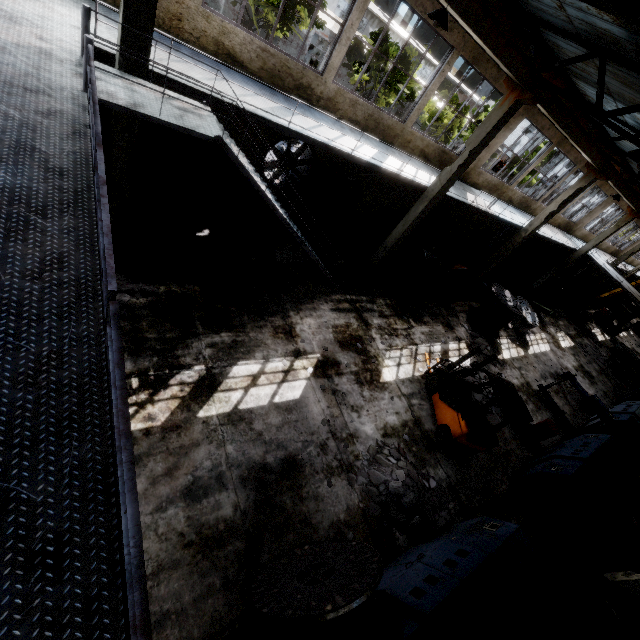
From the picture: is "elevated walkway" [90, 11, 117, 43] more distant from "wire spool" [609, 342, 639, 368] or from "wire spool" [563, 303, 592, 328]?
"wire spool" [609, 342, 639, 368]

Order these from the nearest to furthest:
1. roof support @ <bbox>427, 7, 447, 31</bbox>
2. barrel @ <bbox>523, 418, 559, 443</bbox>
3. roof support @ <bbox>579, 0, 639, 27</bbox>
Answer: roof support @ <bbox>579, 0, 639, 27</bbox> → roof support @ <bbox>427, 7, 447, 31</bbox> → barrel @ <bbox>523, 418, 559, 443</bbox>

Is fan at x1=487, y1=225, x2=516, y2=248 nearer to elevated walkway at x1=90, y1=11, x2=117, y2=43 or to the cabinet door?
the cabinet door

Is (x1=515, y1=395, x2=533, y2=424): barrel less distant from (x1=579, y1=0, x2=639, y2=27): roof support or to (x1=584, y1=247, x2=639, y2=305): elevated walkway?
(x1=584, y1=247, x2=639, y2=305): elevated walkway

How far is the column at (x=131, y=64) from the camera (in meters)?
5.71

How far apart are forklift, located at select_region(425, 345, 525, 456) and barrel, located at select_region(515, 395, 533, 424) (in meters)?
2.79

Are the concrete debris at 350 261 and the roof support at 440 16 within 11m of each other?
yes

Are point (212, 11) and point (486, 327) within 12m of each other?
no
